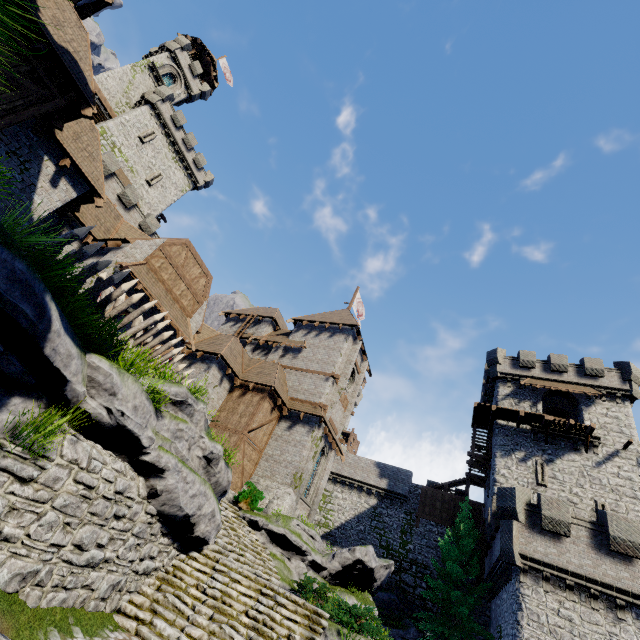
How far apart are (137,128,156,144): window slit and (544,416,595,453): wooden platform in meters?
49.7

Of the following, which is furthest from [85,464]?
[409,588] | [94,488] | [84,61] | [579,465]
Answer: [409,588]

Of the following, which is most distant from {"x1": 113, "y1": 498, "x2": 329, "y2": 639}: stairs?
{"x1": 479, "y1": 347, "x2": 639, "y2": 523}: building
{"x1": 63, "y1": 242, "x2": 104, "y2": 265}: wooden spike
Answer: {"x1": 479, "y1": 347, "x2": 639, "y2": 523}: building

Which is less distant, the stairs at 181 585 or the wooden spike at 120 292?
the stairs at 181 585

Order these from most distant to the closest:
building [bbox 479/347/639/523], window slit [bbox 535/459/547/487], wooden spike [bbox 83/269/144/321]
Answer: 1. window slit [bbox 535/459/547/487]
2. building [bbox 479/347/639/523]
3. wooden spike [bbox 83/269/144/321]

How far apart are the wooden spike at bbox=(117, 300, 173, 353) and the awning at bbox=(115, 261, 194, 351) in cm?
484

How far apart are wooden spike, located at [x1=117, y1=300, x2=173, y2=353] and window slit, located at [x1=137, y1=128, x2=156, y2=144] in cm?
3493

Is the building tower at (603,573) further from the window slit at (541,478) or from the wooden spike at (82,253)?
the wooden spike at (82,253)
